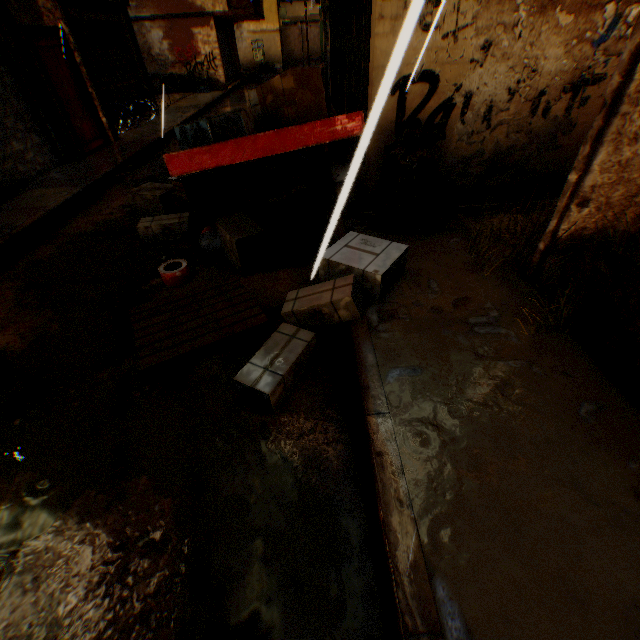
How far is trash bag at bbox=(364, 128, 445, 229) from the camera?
3.8m

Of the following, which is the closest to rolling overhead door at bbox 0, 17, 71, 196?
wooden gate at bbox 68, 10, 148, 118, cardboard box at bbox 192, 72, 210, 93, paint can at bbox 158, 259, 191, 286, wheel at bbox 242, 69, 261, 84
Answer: wooden gate at bbox 68, 10, 148, 118

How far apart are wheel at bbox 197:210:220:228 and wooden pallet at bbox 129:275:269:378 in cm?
110

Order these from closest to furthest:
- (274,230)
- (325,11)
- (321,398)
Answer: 1. (321,398)
2. (274,230)
3. (325,11)

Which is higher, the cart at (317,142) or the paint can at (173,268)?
the cart at (317,142)

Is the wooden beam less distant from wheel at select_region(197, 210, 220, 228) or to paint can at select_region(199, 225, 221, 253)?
wheel at select_region(197, 210, 220, 228)

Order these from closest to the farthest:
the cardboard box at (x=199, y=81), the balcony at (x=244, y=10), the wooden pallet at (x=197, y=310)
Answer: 1. the wooden pallet at (x=197, y=310)
2. the balcony at (x=244, y=10)
3. the cardboard box at (x=199, y=81)

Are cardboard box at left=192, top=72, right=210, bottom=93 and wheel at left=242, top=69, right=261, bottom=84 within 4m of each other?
no
